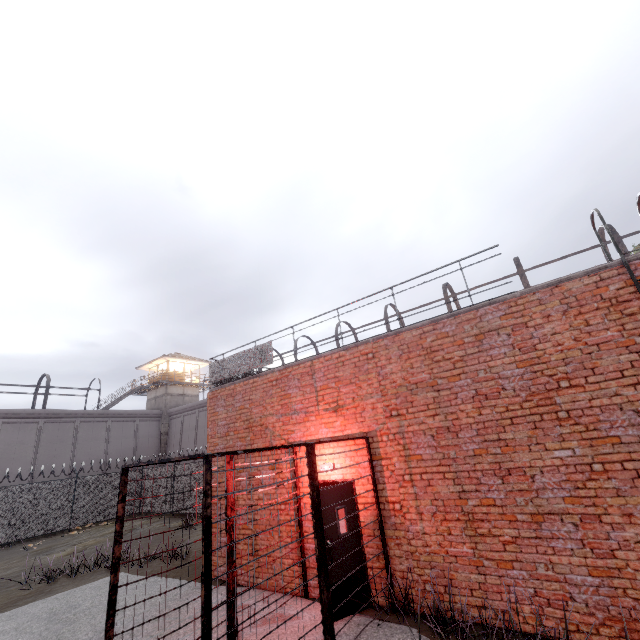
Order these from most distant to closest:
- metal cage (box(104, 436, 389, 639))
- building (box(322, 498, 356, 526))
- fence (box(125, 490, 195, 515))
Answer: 1. fence (box(125, 490, 195, 515))
2. building (box(322, 498, 356, 526))
3. metal cage (box(104, 436, 389, 639))

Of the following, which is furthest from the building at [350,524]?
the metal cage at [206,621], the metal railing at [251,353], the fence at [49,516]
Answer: the fence at [49,516]

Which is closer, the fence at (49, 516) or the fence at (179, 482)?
the fence at (49, 516)

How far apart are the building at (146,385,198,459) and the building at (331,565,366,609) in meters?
31.7

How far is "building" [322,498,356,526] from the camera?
6.17m

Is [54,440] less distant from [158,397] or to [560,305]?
[158,397]
